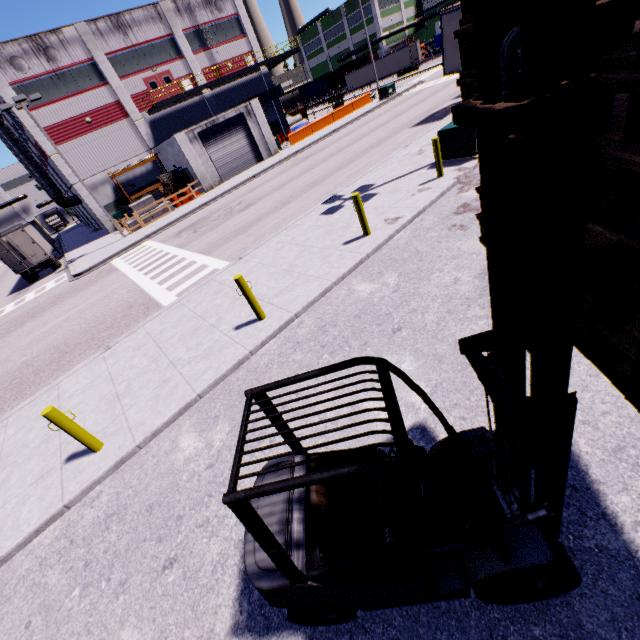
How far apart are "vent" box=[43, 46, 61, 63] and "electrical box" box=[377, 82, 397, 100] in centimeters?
2922cm

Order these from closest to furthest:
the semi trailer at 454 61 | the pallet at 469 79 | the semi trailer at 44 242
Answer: the pallet at 469 79, the semi trailer at 454 61, the semi trailer at 44 242

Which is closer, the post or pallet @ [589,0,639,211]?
pallet @ [589,0,639,211]

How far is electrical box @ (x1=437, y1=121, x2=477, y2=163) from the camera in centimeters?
1034cm

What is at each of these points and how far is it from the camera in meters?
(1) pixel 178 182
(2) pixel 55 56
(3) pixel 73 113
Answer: (1) pallet, 29.2 m
(2) vent, 26.7 m
(3) building, 28.2 m

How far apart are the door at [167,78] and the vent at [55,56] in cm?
589

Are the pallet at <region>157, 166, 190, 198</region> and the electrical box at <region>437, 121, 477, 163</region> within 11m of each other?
no

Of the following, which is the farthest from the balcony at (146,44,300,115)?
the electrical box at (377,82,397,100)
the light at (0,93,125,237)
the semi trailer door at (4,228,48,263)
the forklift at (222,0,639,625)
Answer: the semi trailer door at (4,228,48,263)
